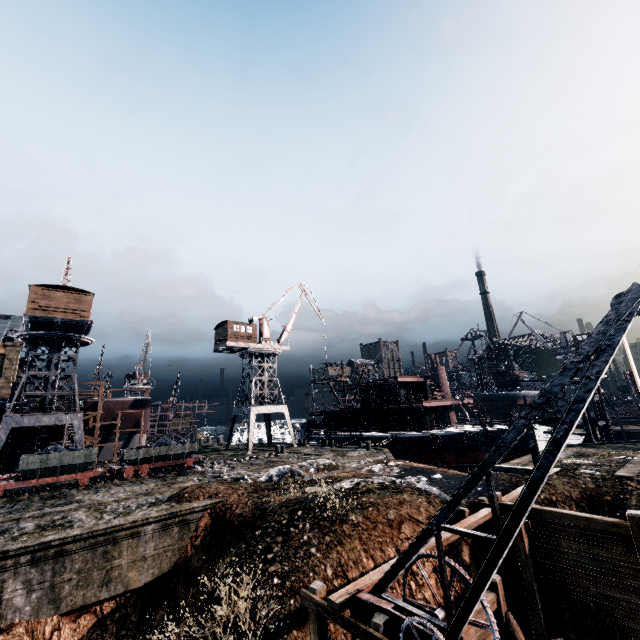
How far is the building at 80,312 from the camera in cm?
3062

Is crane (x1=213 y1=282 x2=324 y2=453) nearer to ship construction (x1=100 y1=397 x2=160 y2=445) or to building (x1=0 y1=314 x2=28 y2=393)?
ship construction (x1=100 y1=397 x2=160 y2=445)

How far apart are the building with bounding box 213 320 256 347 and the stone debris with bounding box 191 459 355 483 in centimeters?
2326cm

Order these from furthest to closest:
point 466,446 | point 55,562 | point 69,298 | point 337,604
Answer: point 466,446
point 69,298
point 55,562
point 337,604

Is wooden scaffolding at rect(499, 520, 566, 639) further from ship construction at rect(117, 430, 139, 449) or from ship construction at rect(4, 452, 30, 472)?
ship construction at rect(4, 452, 30, 472)

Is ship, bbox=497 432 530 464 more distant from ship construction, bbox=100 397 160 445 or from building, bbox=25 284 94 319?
building, bbox=25 284 94 319

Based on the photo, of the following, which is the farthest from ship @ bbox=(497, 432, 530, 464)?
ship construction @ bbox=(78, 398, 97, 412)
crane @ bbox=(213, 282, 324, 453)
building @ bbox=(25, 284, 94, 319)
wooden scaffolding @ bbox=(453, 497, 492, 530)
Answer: building @ bbox=(25, 284, 94, 319)

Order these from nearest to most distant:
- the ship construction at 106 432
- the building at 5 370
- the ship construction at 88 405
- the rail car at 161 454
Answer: the rail car at 161 454, the ship construction at 88 405, the ship construction at 106 432, the building at 5 370
